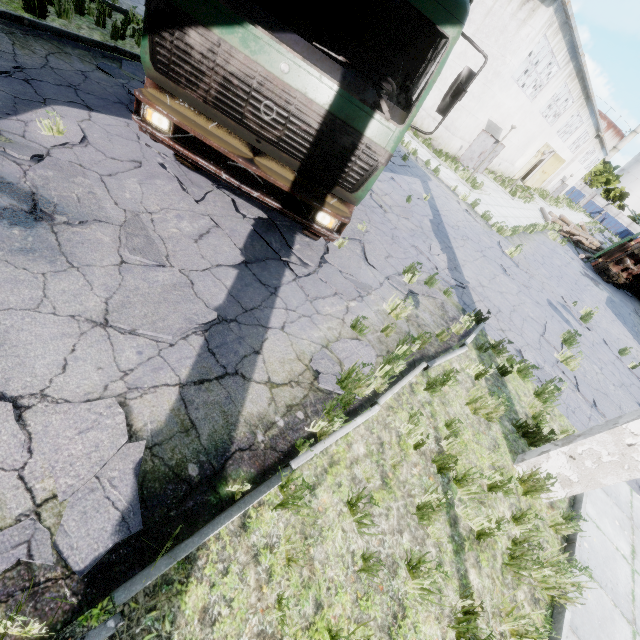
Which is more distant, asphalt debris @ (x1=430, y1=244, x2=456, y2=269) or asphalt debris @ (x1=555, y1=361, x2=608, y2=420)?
asphalt debris @ (x1=430, y1=244, x2=456, y2=269)

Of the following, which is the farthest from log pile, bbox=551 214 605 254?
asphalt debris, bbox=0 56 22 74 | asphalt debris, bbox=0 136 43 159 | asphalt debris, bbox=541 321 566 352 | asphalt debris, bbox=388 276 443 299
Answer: asphalt debris, bbox=0 56 22 74

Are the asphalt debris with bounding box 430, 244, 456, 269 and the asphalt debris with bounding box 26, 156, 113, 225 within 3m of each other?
no

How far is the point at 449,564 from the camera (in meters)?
3.35

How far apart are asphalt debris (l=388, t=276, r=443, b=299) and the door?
38.30m

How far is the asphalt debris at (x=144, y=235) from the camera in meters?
3.8

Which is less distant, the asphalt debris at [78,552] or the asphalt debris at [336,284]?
the asphalt debris at [78,552]

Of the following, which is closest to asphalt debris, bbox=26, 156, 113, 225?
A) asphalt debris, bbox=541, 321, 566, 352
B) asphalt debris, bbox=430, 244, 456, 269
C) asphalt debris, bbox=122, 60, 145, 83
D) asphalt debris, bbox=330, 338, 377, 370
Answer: asphalt debris, bbox=122, 60, 145, 83
